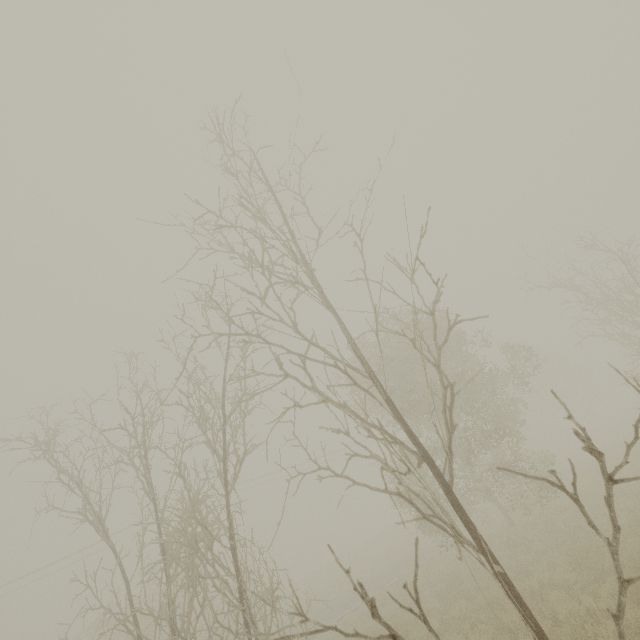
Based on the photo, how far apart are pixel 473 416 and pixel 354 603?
13.6m

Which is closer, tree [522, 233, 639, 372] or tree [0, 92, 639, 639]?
tree [0, 92, 639, 639]

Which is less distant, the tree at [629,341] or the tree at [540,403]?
the tree at [540,403]
